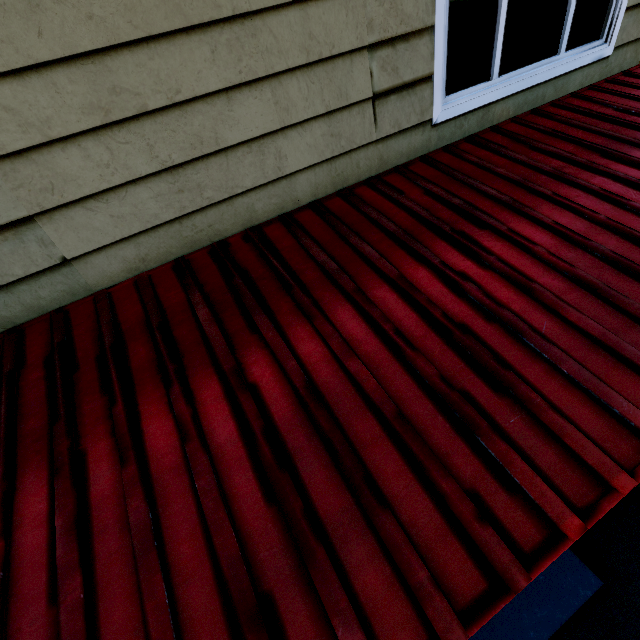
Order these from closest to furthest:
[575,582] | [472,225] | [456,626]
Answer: [456,626], [472,225], [575,582]
